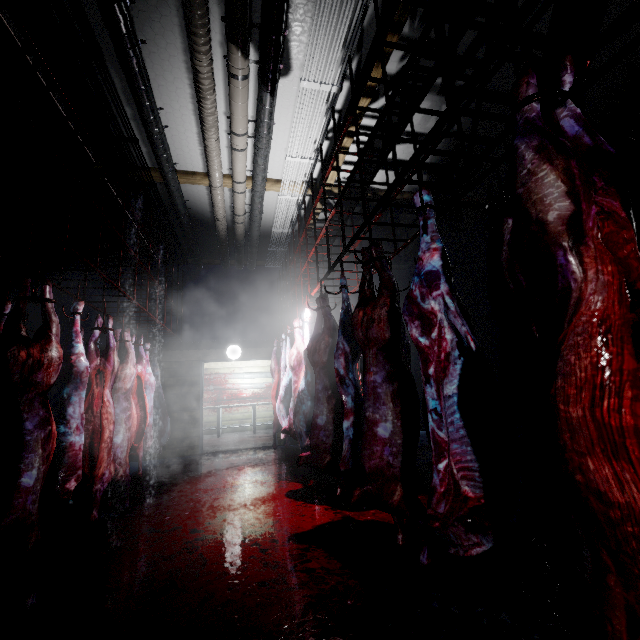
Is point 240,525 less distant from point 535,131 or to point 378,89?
point 535,131

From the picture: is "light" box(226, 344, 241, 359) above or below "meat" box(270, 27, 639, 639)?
above

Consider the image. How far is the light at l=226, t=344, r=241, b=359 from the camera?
6.8 meters

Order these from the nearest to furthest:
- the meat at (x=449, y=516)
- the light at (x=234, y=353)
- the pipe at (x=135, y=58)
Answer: the meat at (x=449, y=516) < the pipe at (x=135, y=58) < the light at (x=234, y=353)

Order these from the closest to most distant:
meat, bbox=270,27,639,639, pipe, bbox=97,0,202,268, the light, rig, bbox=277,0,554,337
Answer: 1. meat, bbox=270,27,639,639
2. rig, bbox=277,0,554,337
3. pipe, bbox=97,0,202,268
4. the light

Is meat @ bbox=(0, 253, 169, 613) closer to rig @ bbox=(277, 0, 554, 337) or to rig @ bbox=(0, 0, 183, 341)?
rig @ bbox=(0, 0, 183, 341)

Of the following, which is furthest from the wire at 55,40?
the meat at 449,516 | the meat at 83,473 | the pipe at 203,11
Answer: the meat at 449,516
